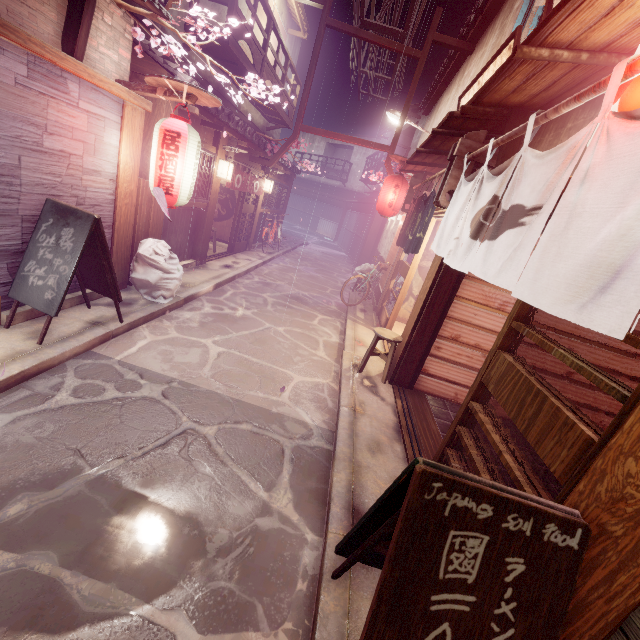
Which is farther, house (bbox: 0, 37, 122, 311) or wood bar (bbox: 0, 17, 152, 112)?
house (bbox: 0, 37, 122, 311)

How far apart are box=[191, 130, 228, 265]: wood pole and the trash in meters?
4.0 m

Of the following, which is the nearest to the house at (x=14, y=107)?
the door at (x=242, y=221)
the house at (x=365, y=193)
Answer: the door at (x=242, y=221)

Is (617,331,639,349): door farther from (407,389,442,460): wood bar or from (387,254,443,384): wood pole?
(387,254,443,384): wood pole

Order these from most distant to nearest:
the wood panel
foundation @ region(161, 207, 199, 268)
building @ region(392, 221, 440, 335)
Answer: building @ region(392, 221, 440, 335) < foundation @ region(161, 207, 199, 268) < the wood panel

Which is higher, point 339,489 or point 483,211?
point 483,211

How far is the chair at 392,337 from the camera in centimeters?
932cm

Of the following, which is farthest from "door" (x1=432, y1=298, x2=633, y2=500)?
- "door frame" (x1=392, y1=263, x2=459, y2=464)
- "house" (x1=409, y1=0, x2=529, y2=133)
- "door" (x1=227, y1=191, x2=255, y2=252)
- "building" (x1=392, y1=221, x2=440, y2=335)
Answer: "door" (x1=227, y1=191, x2=255, y2=252)
